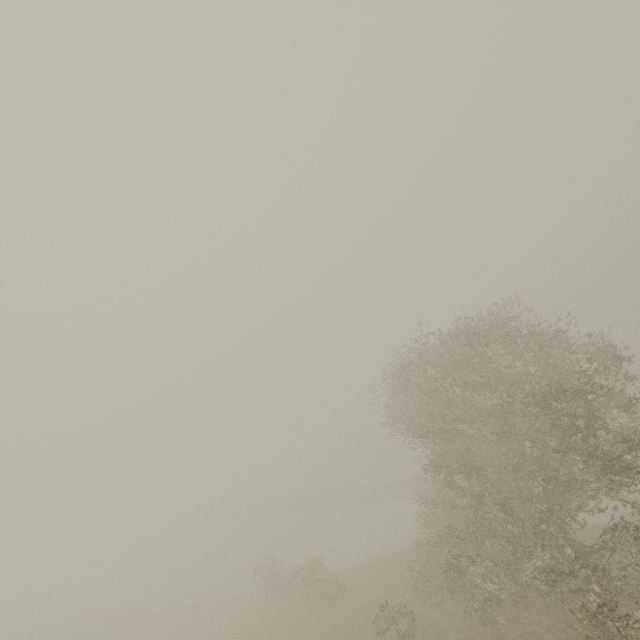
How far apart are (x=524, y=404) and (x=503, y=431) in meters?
3.5 m
